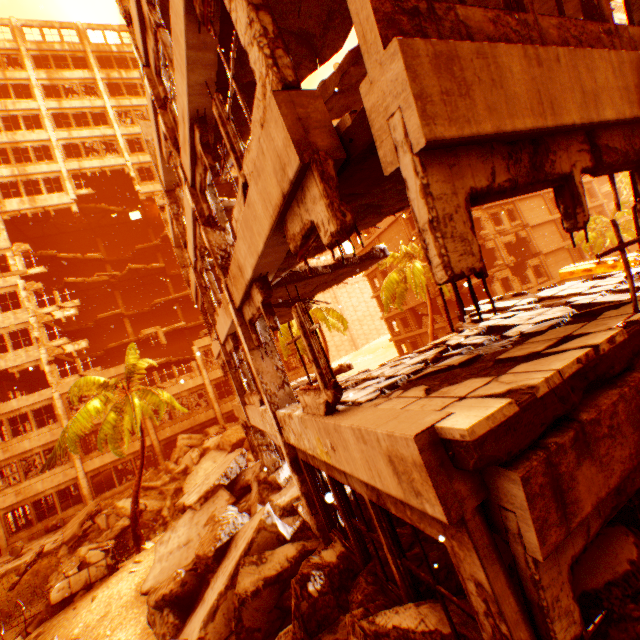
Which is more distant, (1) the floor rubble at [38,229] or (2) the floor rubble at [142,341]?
(2) the floor rubble at [142,341]

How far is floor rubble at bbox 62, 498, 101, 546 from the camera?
16.6 meters

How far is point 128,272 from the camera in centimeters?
3008cm

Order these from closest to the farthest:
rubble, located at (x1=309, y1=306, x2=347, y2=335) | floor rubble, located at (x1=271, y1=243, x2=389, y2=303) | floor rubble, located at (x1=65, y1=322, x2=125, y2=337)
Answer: floor rubble, located at (x1=271, y1=243, x2=389, y2=303) → rubble, located at (x1=309, y1=306, x2=347, y2=335) → floor rubble, located at (x1=65, y1=322, x2=125, y2=337)

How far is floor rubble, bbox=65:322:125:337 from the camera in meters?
30.4

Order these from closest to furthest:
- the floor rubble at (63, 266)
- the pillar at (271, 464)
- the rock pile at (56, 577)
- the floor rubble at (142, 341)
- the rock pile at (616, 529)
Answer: the rock pile at (616, 529), the pillar at (271, 464), the rock pile at (56, 577), the floor rubble at (63, 266), the floor rubble at (142, 341)

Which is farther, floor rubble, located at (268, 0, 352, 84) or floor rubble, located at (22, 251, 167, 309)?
floor rubble, located at (22, 251, 167, 309)
